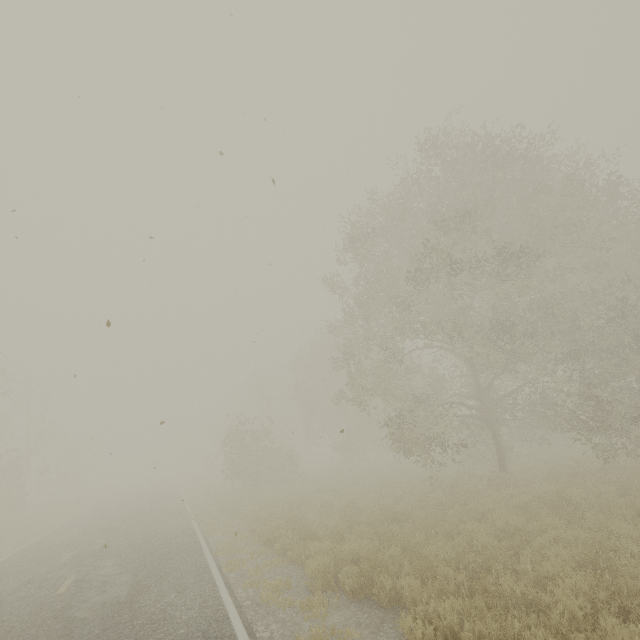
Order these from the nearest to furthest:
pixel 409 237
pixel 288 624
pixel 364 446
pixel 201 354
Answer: pixel 288 624 < pixel 409 237 < pixel 201 354 < pixel 364 446

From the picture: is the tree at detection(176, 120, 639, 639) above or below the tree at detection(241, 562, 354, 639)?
above

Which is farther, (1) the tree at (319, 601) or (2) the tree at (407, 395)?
(2) the tree at (407, 395)

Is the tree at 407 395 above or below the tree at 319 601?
above

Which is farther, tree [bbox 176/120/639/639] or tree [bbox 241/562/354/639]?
tree [bbox 176/120/639/639]
